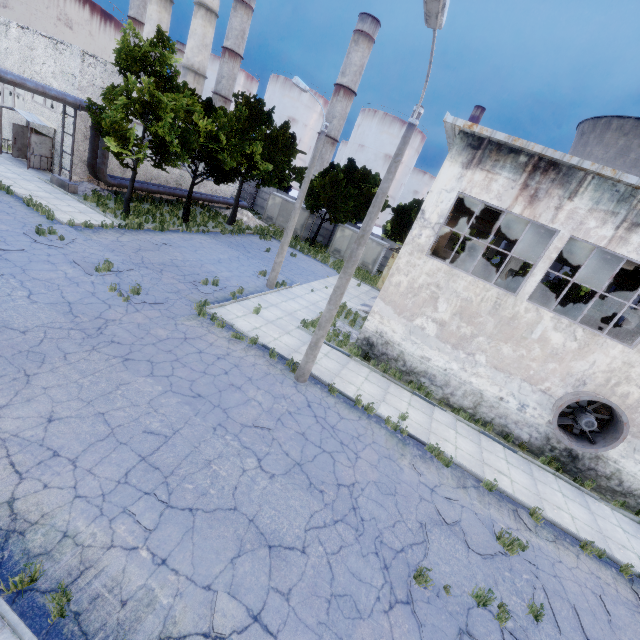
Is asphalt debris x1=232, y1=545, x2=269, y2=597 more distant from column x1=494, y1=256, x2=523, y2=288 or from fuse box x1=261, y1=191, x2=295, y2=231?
fuse box x1=261, y1=191, x2=295, y2=231

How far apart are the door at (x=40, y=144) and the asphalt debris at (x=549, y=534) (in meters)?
32.64

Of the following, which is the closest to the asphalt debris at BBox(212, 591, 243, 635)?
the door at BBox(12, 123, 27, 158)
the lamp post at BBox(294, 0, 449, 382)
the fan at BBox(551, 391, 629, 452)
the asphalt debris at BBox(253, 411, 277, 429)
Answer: the asphalt debris at BBox(253, 411, 277, 429)

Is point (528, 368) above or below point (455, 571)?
above

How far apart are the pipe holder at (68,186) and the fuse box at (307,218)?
19.10m

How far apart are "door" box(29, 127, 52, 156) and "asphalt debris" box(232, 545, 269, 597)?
27.84m

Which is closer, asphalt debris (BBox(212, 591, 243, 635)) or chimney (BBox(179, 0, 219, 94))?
asphalt debris (BBox(212, 591, 243, 635))

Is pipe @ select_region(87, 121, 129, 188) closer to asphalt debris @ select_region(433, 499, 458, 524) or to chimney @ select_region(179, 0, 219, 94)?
chimney @ select_region(179, 0, 219, 94)
